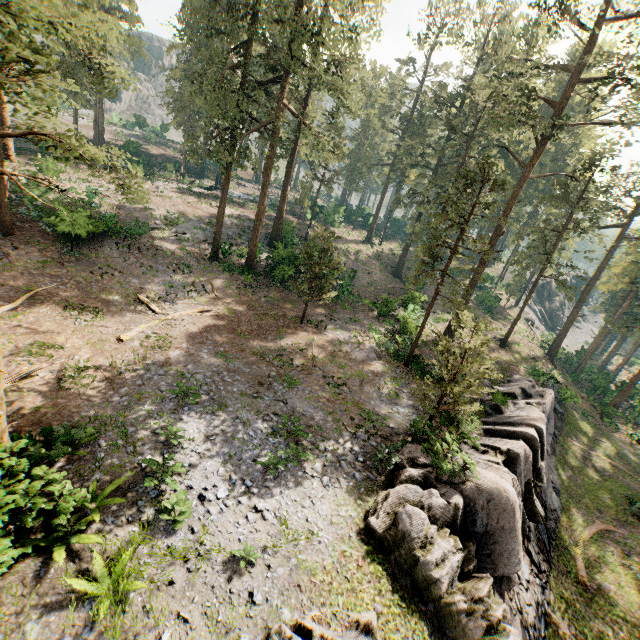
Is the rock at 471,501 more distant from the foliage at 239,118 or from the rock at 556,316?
the rock at 556,316

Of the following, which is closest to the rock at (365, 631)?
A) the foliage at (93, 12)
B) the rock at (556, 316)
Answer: the foliage at (93, 12)

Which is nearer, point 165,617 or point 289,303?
point 165,617

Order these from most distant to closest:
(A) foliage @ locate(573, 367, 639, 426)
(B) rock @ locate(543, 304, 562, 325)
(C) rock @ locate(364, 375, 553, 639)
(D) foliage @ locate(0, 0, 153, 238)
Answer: (B) rock @ locate(543, 304, 562, 325)
(A) foliage @ locate(573, 367, 639, 426)
(C) rock @ locate(364, 375, 553, 639)
(D) foliage @ locate(0, 0, 153, 238)

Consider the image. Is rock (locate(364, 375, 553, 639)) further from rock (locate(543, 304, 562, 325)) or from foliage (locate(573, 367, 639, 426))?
rock (locate(543, 304, 562, 325))

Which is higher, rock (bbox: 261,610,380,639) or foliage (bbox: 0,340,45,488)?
foliage (bbox: 0,340,45,488)

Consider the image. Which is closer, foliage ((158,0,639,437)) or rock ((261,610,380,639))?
rock ((261,610,380,639))

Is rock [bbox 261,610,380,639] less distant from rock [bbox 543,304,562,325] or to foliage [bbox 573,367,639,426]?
foliage [bbox 573,367,639,426]
